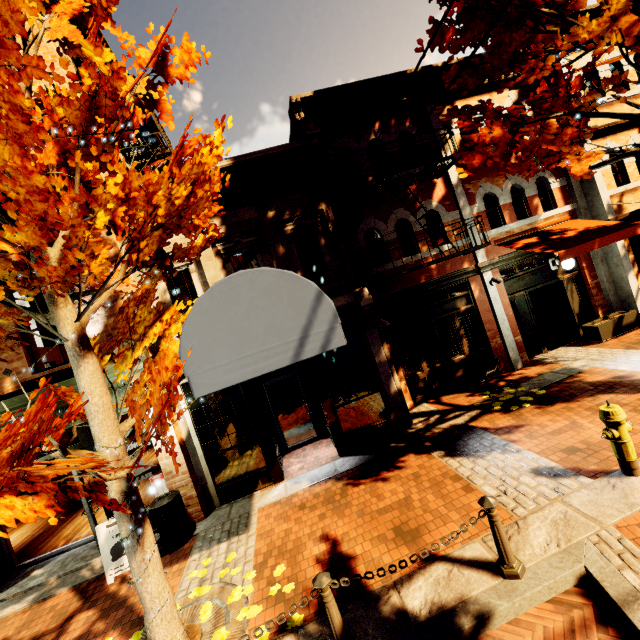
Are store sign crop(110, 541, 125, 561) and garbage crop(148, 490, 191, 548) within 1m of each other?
yes

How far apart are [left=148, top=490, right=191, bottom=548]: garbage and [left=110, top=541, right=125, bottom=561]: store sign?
0.4m

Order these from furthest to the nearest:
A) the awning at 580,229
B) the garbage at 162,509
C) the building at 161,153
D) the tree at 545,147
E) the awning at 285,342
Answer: the building at 161,153
the awning at 580,229
the garbage at 162,509
the tree at 545,147
the awning at 285,342

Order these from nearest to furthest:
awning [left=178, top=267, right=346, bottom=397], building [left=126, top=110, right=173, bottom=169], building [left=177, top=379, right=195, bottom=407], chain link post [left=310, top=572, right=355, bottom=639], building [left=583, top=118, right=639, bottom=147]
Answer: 1. chain link post [left=310, top=572, right=355, bottom=639]
2. awning [left=178, top=267, right=346, bottom=397]
3. building [left=177, top=379, right=195, bottom=407]
4. building [left=126, top=110, right=173, bottom=169]
5. building [left=583, top=118, right=639, bottom=147]

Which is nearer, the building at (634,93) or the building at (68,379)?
the building at (68,379)

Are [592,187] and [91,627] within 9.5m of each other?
no

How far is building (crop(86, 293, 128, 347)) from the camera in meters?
7.0 m

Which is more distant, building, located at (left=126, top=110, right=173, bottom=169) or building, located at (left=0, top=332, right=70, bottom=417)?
building, located at (left=126, top=110, right=173, bottom=169)
